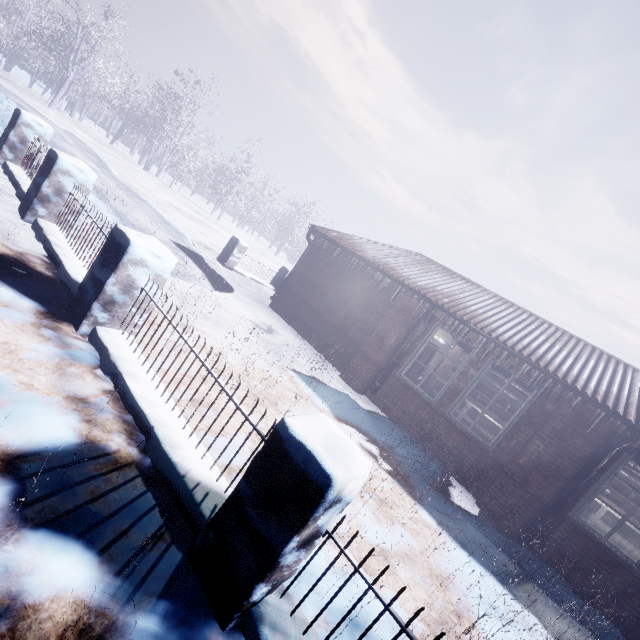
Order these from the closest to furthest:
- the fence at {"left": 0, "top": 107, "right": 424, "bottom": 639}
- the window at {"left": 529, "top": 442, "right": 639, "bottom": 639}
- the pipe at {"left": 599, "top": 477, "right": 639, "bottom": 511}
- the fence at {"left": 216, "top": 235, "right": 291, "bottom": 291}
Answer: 1. the fence at {"left": 0, "top": 107, "right": 424, "bottom": 639}
2. the window at {"left": 529, "top": 442, "right": 639, "bottom": 639}
3. the pipe at {"left": 599, "top": 477, "right": 639, "bottom": 511}
4. the fence at {"left": 216, "top": 235, "right": 291, "bottom": 291}

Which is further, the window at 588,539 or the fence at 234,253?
the fence at 234,253

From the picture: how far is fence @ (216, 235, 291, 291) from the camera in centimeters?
941cm

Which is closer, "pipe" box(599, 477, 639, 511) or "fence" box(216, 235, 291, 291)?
"pipe" box(599, 477, 639, 511)

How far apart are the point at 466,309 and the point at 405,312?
1.1 meters

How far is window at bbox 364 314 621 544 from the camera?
4.56m

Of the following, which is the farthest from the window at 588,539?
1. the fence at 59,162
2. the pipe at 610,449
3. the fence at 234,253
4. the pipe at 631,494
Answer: the fence at 234,253

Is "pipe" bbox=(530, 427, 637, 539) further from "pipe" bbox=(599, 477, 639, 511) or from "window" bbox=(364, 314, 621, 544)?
"pipe" bbox=(599, 477, 639, 511)
